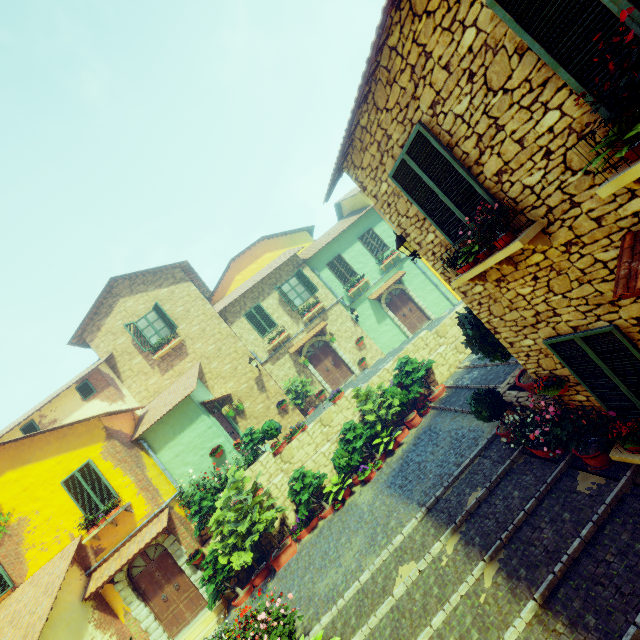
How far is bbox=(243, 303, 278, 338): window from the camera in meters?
17.2

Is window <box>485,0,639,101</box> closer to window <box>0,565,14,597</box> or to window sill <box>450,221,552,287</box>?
window sill <box>450,221,552,287</box>

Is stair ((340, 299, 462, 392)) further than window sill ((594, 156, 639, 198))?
Yes

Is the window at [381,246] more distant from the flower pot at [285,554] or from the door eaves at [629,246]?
the door eaves at [629,246]

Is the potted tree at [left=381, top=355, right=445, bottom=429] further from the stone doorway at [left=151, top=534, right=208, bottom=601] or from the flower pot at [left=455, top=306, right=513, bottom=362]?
the stone doorway at [left=151, top=534, right=208, bottom=601]

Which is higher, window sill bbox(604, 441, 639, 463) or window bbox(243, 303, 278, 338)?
window bbox(243, 303, 278, 338)

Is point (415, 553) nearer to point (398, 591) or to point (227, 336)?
point (398, 591)

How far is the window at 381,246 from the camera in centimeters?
1889cm
